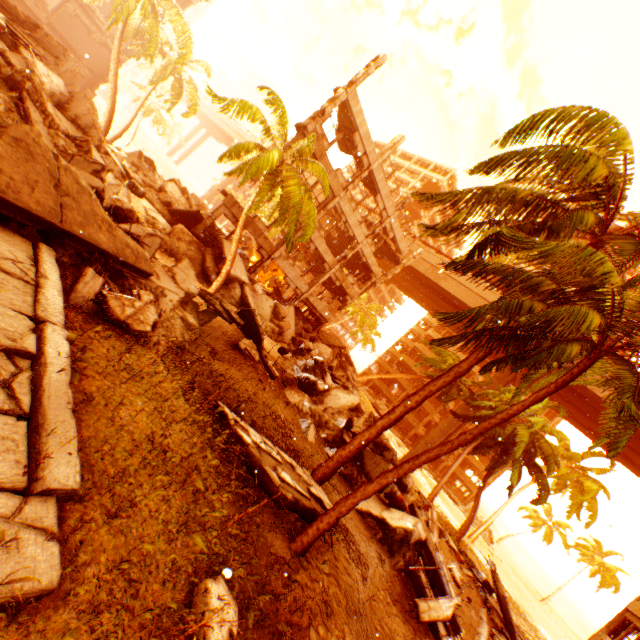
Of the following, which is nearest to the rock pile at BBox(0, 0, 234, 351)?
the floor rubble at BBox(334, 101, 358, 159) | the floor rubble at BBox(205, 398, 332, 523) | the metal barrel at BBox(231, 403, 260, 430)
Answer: the floor rubble at BBox(205, 398, 332, 523)

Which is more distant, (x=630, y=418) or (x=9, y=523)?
(x=630, y=418)

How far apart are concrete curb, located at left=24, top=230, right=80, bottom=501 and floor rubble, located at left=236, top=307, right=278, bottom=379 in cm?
776

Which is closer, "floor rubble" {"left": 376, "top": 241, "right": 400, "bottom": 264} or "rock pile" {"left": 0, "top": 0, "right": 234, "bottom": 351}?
"rock pile" {"left": 0, "top": 0, "right": 234, "bottom": 351}

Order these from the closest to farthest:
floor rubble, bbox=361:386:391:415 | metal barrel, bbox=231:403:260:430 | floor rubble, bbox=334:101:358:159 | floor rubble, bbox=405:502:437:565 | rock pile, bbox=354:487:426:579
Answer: metal barrel, bbox=231:403:260:430
rock pile, bbox=354:487:426:579
floor rubble, bbox=405:502:437:565
floor rubble, bbox=334:101:358:159
floor rubble, bbox=361:386:391:415

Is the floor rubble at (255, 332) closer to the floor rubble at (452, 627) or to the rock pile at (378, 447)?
the rock pile at (378, 447)

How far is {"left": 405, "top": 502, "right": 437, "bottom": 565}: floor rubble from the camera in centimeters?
1103cm

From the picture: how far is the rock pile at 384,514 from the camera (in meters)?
10.48
